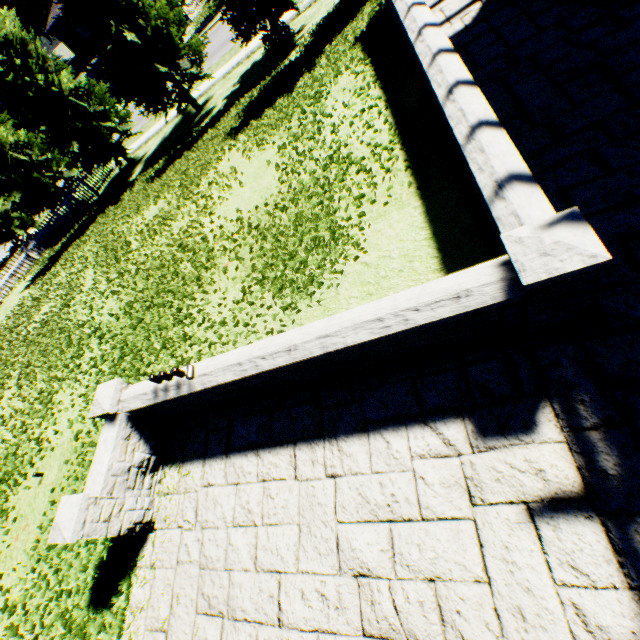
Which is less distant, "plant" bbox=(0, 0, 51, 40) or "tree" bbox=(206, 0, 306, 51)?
"tree" bbox=(206, 0, 306, 51)

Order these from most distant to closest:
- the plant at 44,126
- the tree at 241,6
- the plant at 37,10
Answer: the plant at 37,10
the plant at 44,126
the tree at 241,6

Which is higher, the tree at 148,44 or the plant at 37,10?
the plant at 37,10

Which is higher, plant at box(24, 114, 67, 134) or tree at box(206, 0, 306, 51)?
plant at box(24, 114, 67, 134)

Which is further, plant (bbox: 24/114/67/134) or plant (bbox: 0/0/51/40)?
plant (bbox: 0/0/51/40)

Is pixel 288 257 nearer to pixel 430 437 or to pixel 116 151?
pixel 430 437
